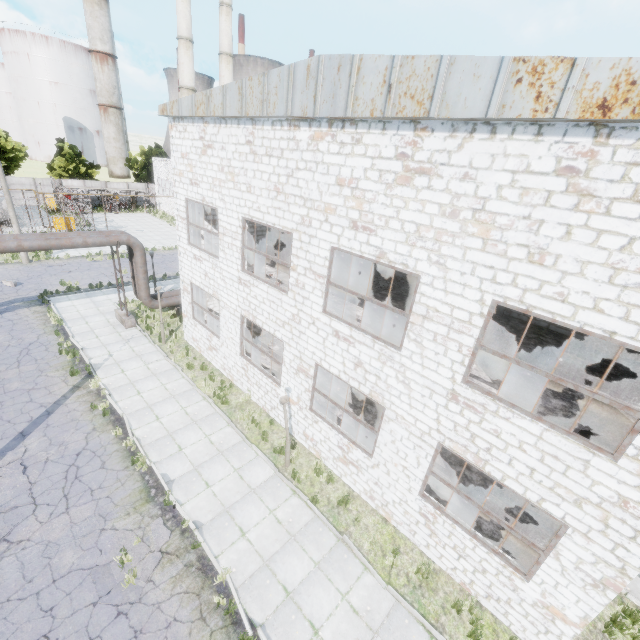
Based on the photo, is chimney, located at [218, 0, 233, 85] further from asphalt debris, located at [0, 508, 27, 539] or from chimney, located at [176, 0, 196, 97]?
asphalt debris, located at [0, 508, 27, 539]

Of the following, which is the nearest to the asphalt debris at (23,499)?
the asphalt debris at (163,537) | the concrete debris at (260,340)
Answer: the asphalt debris at (163,537)

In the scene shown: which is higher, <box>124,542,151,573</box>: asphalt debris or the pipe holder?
the pipe holder

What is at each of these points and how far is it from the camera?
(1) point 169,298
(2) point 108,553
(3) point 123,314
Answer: (1) pipe, 20.2 meters
(2) asphalt debris, 8.5 meters
(3) pipe holder, 19.0 meters

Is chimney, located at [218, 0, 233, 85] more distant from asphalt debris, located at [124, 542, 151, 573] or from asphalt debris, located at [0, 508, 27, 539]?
asphalt debris, located at [124, 542, 151, 573]

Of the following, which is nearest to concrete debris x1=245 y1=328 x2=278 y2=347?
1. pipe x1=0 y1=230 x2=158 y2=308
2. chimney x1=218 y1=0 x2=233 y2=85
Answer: pipe x1=0 y1=230 x2=158 y2=308

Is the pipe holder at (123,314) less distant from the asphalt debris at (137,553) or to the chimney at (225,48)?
the asphalt debris at (137,553)

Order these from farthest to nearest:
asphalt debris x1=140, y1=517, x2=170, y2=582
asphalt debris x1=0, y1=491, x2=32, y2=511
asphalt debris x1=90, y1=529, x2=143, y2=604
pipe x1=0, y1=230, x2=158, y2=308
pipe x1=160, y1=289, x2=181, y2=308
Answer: pipe x1=160, y1=289, x2=181, y2=308, pipe x1=0, y1=230, x2=158, y2=308, asphalt debris x1=0, y1=491, x2=32, y2=511, asphalt debris x1=140, y1=517, x2=170, y2=582, asphalt debris x1=90, y1=529, x2=143, y2=604
